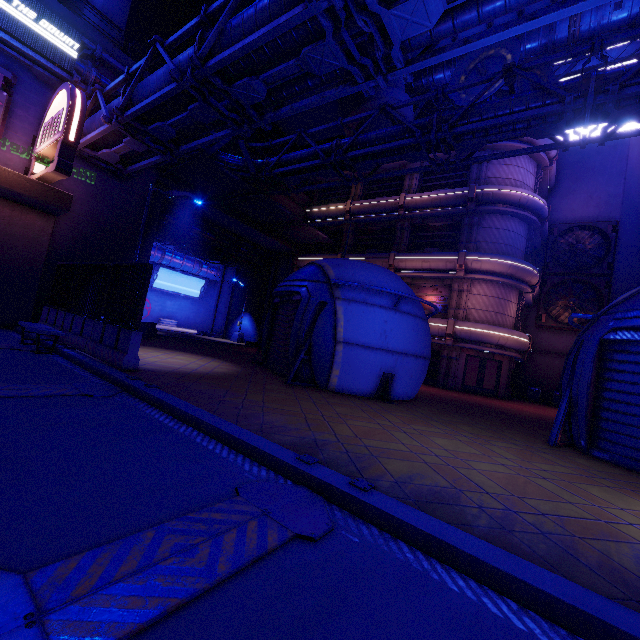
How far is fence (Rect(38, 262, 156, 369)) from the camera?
8.38m

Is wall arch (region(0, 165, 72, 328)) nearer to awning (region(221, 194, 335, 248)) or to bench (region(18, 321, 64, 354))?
bench (region(18, 321, 64, 354))

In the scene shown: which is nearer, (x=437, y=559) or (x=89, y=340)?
(x=437, y=559)

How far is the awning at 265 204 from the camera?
21.75m

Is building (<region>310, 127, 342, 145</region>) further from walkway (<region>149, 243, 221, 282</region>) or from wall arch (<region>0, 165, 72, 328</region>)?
walkway (<region>149, 243, 221, 282</region>)

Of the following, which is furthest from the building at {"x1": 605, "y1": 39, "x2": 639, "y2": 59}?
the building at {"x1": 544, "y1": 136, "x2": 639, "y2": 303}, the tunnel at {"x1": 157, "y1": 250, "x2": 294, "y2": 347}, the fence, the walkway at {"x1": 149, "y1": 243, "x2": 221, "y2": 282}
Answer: the walkway at {"x1": 149, "y1": 243, "x2": 221, "y2": 282}

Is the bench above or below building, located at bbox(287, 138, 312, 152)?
below

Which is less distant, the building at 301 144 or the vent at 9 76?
the vent at 9 76
